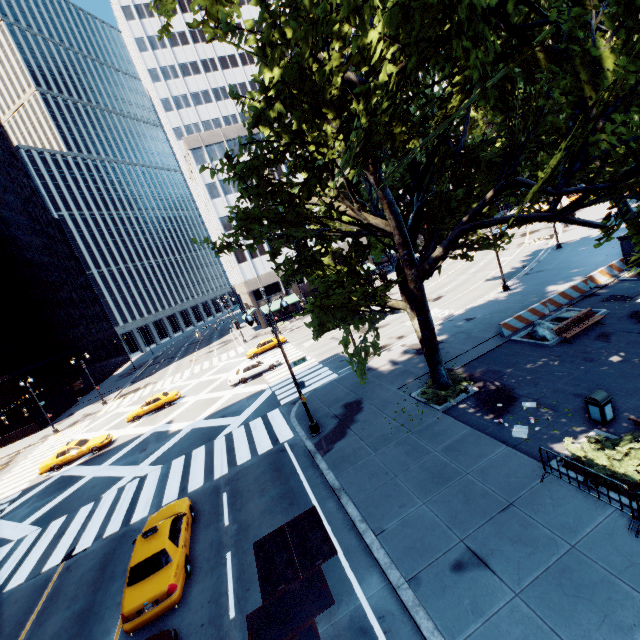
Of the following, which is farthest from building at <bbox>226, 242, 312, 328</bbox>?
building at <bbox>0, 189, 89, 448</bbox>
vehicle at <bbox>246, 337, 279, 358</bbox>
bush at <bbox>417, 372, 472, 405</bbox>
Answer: bush at <bbox>417, 372, 472, 405</bbox>

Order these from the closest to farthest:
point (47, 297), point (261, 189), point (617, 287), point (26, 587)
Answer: point (261, 189) → point (26, 587) → point (617, 287) → point (47, 297)

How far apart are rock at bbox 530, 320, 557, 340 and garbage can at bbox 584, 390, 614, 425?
6.9m

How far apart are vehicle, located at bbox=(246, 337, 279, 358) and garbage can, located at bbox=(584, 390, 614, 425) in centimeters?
3141cm

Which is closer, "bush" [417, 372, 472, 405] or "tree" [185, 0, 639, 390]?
"tree" [185, 0, 639, 390]

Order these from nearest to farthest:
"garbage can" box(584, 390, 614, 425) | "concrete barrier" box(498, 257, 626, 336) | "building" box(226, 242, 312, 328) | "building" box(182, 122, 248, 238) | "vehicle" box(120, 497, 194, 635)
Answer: "vehicle" box(120, 497, 194, 635), "garbage can" box(584, 390, 614, 425), "concrete barrier" box(498, 257, 626, 336), "building" box(182, 122, 248, 238), "building" box(226, 242, 312, 328)

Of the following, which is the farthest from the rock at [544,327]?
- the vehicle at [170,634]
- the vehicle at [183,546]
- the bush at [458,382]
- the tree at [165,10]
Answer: the vehicle at [170,634]

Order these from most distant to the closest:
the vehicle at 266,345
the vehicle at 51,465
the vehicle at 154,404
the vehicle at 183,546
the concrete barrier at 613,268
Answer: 1. the vehicle at 266,345
2. the vehicle at 154,404
3. the vehicle at 51,465
4. the concrete barrier at 613,268
5. the vehicle at 183,546
